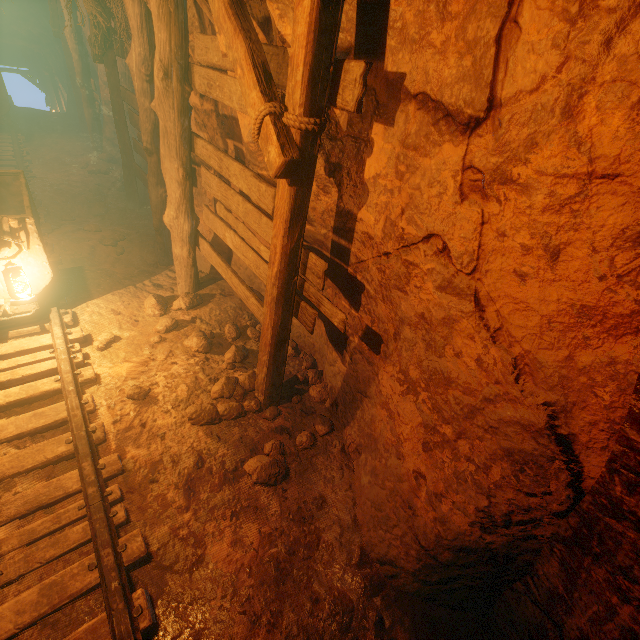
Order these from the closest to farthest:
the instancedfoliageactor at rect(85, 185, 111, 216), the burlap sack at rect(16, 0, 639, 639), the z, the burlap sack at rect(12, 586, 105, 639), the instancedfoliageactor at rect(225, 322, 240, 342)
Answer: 1. the burlap sack at rect(16, 0, 639, 639)
2. the burlap sack at rect(12, 586, 105, 639)
3. the instancedfoliageactor at rect(225, 322, 240, 342)
4. the instancedfoliageactor at rect(85, 185, 111, 216)
5. the z

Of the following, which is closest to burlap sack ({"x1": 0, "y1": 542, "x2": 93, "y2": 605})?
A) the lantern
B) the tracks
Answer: the tracks

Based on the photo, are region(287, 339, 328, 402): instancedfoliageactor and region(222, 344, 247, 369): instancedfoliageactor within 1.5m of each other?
yes

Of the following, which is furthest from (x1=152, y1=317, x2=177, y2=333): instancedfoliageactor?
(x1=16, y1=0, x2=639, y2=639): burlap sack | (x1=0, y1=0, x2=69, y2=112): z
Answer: (x1=0, y1=0, x2=69, y2=112): z

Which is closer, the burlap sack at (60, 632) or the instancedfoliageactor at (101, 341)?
the burlap sack at (60, 632)

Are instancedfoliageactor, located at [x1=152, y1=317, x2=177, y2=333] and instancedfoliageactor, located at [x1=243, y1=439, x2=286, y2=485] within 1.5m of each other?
no

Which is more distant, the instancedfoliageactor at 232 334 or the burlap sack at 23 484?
the instancedfoliageactor at 232 334

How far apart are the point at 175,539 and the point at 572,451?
2.99m
